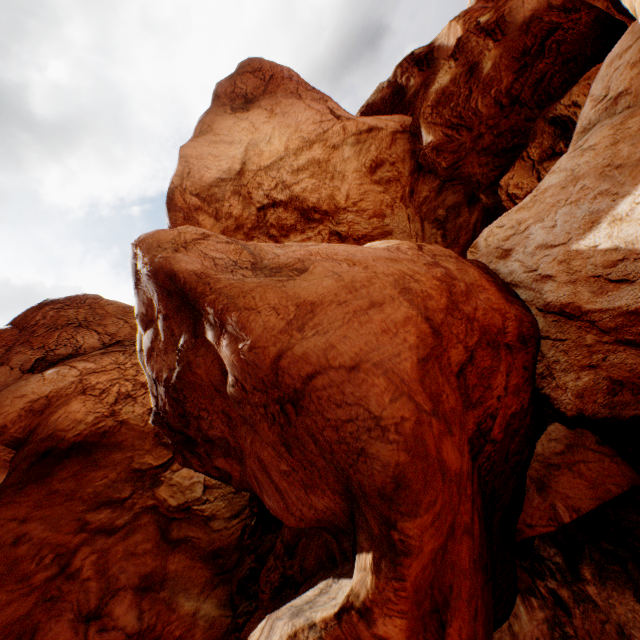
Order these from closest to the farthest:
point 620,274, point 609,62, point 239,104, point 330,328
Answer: point 330,328 → point 620,274 → point 609,62 → point 239,104
